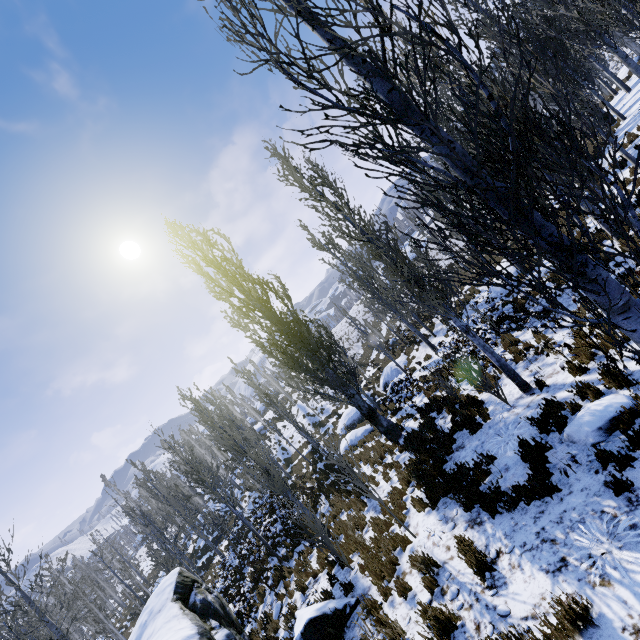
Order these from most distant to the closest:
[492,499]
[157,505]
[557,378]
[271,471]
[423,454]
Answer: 1. [157,505]
2. [271,471]
3. [423,454]
4. [557,378]
5. [492,499]

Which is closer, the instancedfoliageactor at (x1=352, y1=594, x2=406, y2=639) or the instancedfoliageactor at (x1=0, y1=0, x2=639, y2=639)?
the instancedfoliageactor at (x1=0, y1=0, x2=639, y2=639)

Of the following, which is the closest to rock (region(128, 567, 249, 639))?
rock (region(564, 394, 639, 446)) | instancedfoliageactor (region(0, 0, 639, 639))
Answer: instancedfoliageactor (region(0, 0, 639, 639))

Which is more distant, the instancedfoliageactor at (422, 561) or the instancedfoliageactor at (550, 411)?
the instancedfoliageactor at (550, 411)

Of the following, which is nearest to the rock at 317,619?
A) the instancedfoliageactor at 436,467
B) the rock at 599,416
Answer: the instancedfoliageactor at 436,467

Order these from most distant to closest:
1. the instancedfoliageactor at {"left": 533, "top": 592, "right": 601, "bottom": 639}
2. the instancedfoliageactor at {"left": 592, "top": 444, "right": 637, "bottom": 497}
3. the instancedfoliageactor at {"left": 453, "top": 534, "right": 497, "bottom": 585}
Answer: the instancedfoliageactor at {"left": 453, "top": 534, "right": 497, "bottom": 585}, the instancedfoliageactor at {"left": 592, "top": 444, "right": 637, "bottom": 497}, the instancedfoliageactor at {"left": 533, "top": 592, "right": 601, "bottom": 639}
